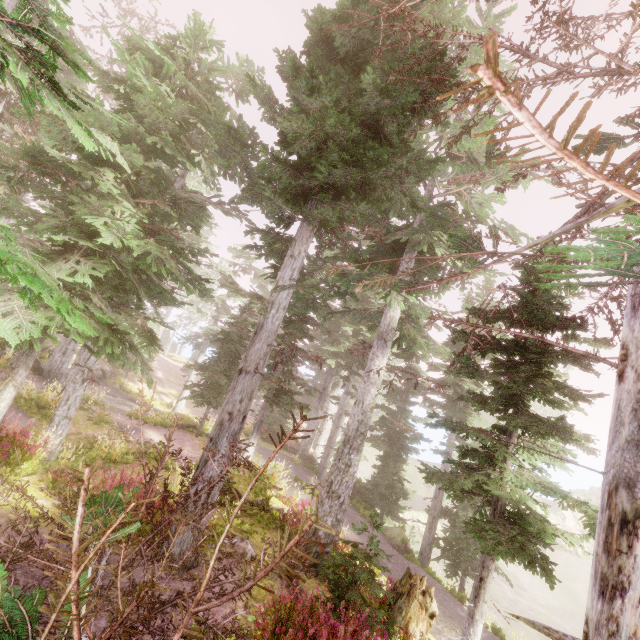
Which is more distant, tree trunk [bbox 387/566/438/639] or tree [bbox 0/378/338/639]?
tree trunk [bbox 387/566/438/639]

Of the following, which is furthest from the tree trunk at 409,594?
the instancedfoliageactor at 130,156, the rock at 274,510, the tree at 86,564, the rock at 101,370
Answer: the rock at 101,370

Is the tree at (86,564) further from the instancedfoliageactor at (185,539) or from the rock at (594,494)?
the rock at (594,494)

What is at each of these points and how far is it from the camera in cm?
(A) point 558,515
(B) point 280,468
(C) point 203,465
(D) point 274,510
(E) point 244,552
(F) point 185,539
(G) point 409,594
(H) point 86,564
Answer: (A) rock, 4134
(B) instancedfoliageactor, 1356
(C) instancedfoliageactor, 706
(D) rock, 1273
(E) instancedfoliageactor, 783
(F) instancedfoliageactor, 670
(G) tree trunk, 775
(H) tree, 128

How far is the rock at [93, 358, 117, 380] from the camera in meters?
27.7

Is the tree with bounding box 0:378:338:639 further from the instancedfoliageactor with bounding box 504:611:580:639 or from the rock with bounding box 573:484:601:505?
the rock with bounding box 573:484:601:505

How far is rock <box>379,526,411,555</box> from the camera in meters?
16.6
